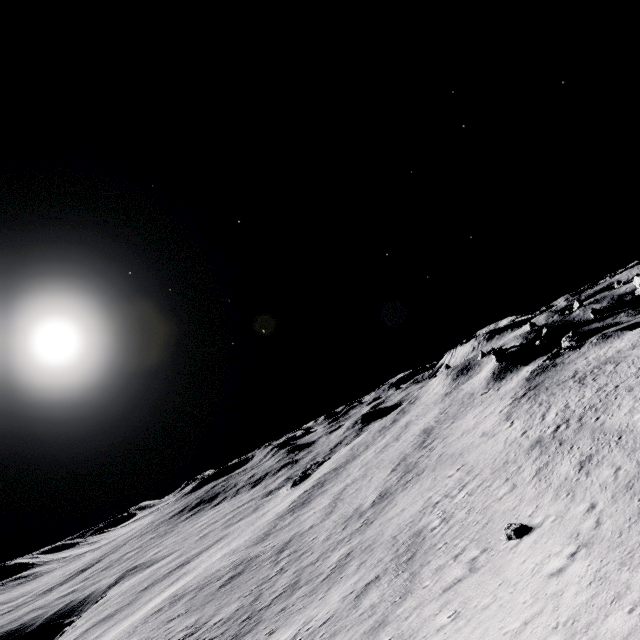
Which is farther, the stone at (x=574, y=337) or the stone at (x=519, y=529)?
the stone at (x=574, y=337)

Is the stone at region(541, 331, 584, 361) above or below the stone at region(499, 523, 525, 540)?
above

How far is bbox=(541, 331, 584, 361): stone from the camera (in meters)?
52.31

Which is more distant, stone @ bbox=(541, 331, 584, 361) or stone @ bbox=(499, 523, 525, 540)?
stone @ bbox=(541, 331, 584, 361)

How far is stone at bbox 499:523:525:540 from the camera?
17.4m

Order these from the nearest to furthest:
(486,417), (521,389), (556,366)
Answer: (486,417)
(521,389)
(556,366)

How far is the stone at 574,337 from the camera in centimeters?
5231cm
